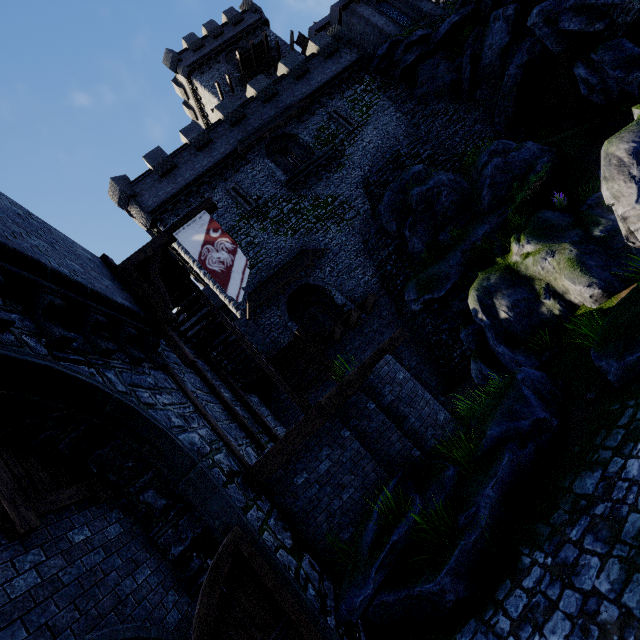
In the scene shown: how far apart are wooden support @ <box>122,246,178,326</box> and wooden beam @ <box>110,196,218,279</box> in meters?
0.0 m

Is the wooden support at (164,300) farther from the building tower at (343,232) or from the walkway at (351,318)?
the building tower at (343,232)

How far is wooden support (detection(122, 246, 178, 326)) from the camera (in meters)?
8.30

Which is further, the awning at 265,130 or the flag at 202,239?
the awning at 265,130

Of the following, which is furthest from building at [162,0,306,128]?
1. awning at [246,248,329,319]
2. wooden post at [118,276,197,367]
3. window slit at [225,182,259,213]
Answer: wooden post at [118,276,197,367]

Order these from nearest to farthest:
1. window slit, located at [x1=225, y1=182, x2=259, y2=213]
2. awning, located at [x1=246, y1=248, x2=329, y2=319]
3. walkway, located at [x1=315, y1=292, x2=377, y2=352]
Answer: walkway, located at [x1=315, y1=292, x2=377, y2=352] → awning, located at [x1=246, y1=248, x2=329, y2=319] → window slit, located at [x1=225, y1=182, x2=259, y2=213]

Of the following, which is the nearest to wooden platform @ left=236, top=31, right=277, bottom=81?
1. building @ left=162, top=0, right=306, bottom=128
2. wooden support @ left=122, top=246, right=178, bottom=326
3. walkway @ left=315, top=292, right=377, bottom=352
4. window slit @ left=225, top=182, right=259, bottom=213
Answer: building @ left=162, top=0, right=306, bottom=128

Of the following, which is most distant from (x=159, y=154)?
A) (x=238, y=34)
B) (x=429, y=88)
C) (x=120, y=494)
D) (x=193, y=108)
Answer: (x=120, y=494)
